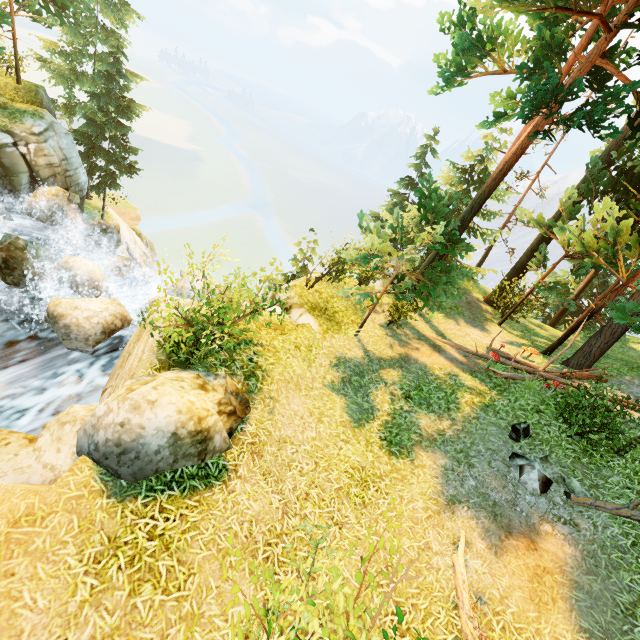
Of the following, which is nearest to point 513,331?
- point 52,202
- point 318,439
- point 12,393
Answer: point 318,439

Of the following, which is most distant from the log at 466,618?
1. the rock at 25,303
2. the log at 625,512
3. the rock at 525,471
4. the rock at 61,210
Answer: the rock at 61,210

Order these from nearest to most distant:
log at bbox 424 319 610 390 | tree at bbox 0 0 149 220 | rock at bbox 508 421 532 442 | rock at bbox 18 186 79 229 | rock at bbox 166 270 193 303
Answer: rock at bbox 508 421 532 442, log at bbox 424 319 610 390, rock at bbox 166 270 193 303, rock at bbox 18 186 79 229, tree at bbox 0 0 149 220

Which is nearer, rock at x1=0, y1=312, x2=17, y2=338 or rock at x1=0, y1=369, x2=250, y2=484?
rock at x1=0, y1=369, x2=250, y2=484

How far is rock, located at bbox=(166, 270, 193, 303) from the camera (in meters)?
11.25

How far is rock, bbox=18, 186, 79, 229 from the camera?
14.18m

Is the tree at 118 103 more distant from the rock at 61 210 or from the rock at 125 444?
the rock at 125 444

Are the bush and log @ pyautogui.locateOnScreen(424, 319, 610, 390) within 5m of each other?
no
